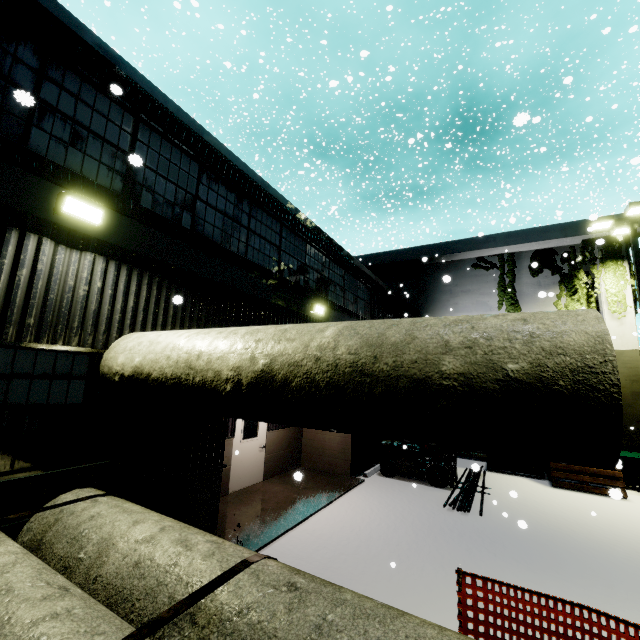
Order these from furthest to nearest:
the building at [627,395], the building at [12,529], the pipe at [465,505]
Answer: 1. the building at [627,395]
2. the pipe at [465,505]
3. the building at [12,529]

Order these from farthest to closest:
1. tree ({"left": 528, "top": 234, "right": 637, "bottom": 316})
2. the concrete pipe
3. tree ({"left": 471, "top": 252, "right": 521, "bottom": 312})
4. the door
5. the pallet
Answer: tree ({"left": 471, "top": 252, "right": 521, "bottom": 312}), tree ({"left": 528, "top": 234, "right": 637, "bottom": 316}), the pallet, the door, the concrete pipe

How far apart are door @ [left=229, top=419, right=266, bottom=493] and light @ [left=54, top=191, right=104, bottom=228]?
6.1m

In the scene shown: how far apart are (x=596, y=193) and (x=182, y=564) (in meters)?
50.10

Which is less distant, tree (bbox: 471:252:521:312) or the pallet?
the pallet

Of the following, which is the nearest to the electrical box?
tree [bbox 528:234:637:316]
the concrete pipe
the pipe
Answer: tree [bbox 528:234:637:316]

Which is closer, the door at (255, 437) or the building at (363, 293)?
the building at (363, 293)

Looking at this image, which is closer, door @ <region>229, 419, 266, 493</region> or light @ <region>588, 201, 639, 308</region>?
door @ <region>229, 419, 266, 493</region>
